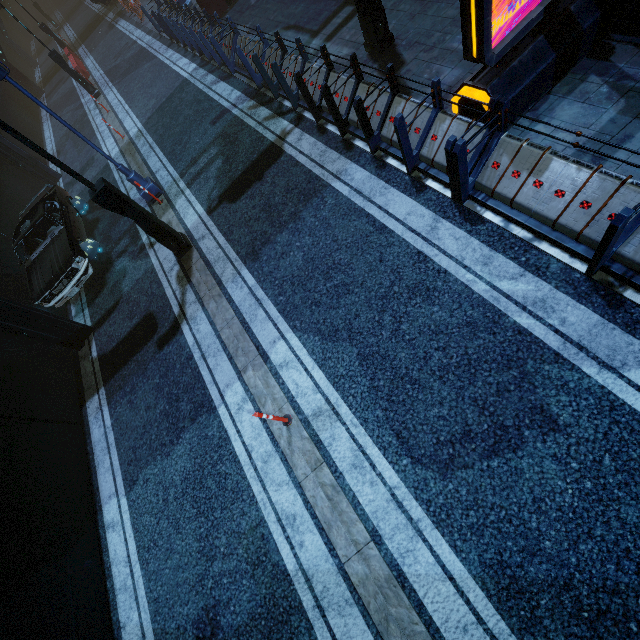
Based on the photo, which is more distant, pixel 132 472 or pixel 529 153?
pixel 132 472

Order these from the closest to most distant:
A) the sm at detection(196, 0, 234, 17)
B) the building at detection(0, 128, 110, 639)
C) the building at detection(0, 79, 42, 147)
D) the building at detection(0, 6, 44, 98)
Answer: the building at detection(0, 128, 110, 639) → the sm at detection(196, 0, 234, 17) → the building at detection(0, 79, 42, 147) → the building at detection(0, 6, 44, 98)

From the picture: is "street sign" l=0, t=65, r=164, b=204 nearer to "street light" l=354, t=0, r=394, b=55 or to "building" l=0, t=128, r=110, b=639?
"building" l=0, t=128, r=110, b=639

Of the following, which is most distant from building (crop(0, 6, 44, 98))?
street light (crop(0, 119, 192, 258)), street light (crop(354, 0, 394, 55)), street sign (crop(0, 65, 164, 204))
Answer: street sign (crop(0, 65, 164, 204))

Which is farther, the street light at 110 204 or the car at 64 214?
the car at 64 214

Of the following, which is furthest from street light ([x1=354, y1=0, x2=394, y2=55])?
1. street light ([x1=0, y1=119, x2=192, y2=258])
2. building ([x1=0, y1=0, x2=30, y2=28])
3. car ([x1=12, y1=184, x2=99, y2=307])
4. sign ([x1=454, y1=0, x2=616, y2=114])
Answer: car ([x1=12, y1=184, x2=99, y2=307])

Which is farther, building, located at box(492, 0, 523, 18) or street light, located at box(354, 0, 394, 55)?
street light, located at box(354, 0, 394, 55)

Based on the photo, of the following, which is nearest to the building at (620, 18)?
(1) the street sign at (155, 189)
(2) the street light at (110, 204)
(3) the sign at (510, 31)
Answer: (3) the sign at (510, 31)
